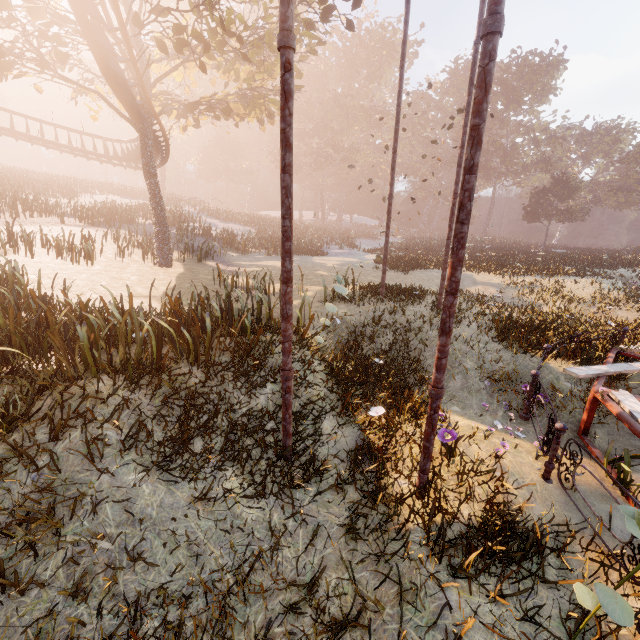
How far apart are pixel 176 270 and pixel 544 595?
16.3m

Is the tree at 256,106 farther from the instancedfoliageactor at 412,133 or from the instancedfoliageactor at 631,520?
the instancedfoliageactor at 412,133

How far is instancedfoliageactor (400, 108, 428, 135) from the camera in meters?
55.9 m

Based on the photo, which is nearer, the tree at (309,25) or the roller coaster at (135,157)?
the tree at (309,25)

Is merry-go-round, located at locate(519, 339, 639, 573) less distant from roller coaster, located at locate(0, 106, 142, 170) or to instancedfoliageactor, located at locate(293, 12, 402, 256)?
roller coaster, located at locate(0, 106, 142, 170)

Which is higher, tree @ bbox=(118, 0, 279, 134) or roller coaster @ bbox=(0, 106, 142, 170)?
tree @ bbox=(118, 0, 279, 134)

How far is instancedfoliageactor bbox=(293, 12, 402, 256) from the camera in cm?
4700

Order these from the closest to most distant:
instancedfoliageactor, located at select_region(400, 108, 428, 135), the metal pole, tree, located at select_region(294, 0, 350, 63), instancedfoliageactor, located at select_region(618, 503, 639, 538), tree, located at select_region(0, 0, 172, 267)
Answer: instancedfoliageactor, located at select_region(618, 503, 639, 538) < the metal pole < tree, located at select_region(0, 0, 172, 267) < tree, located at select_region(294, 0, 350, 63) < instancedfoliageactor, located at select_region(400, 108, 428, 135)
